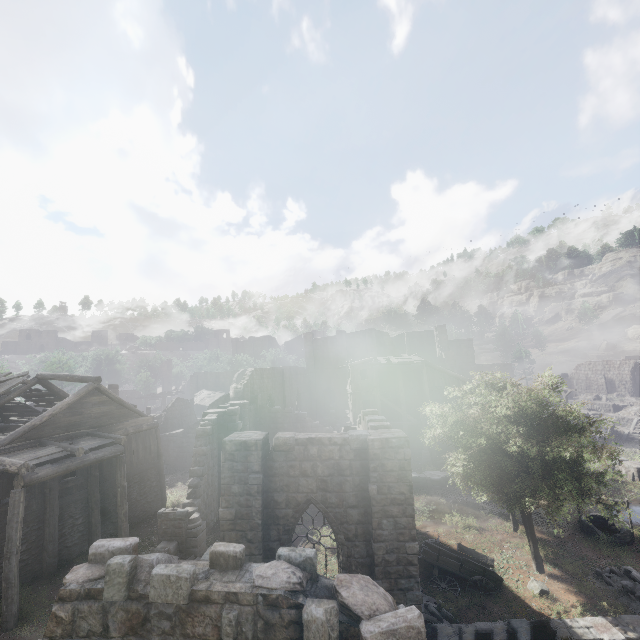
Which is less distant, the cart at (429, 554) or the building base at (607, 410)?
the cart at (429, 554)

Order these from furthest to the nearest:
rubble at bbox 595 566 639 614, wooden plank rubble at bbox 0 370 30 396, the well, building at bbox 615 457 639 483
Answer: building at bbox 615 457 639 483, wooden plank rubble at bbox 0 370 30 396, the well, rubble at bbox 595 566 639 614

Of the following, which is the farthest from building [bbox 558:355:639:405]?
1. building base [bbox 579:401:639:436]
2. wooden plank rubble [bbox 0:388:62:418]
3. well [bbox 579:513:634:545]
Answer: building base [bbox 579:401:639:436]

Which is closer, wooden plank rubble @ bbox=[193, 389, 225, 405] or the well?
the well

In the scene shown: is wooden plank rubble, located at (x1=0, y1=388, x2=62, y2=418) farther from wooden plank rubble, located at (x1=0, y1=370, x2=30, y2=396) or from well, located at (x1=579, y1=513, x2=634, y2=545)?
well, located at (x1=579, y1=513, x2=634, y2=545)

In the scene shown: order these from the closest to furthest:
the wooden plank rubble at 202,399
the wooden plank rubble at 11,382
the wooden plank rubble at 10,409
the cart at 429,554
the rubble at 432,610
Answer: the rubble at 432,610
the cart at 429,554
the wooden plank rubble at 11,382
the wooden plank rubble at 10,409
the wooden plank rubble at 202,399

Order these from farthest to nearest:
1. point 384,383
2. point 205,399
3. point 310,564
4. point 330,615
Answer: point 205,399 → point 384,383 → point 310,564 → point 330,615

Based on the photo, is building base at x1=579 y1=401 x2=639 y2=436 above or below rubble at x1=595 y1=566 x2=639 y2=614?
above
